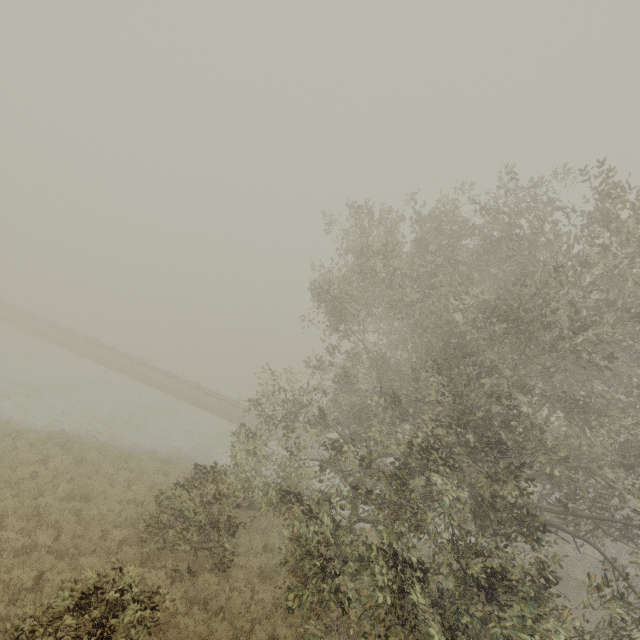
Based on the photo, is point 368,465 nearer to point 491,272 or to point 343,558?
point 343,558
